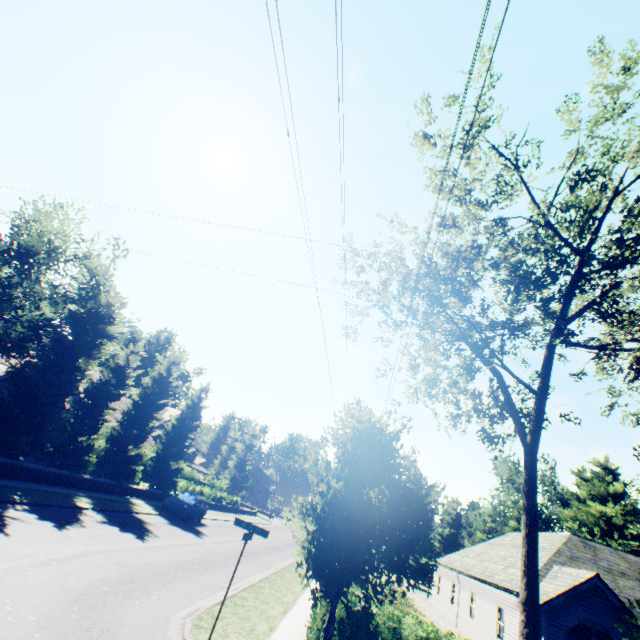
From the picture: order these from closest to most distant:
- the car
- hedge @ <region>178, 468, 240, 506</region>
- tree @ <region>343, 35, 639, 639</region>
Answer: tree @ <region>343, 35, 639, 639</region> < the car < hedge @ <region>178, 468, 240, 506</region>

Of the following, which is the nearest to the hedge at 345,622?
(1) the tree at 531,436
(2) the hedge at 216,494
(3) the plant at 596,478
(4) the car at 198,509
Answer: (1) the tree at 531,436

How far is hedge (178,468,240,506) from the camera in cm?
3306

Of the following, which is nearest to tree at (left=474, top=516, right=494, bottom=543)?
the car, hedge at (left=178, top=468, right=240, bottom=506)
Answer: hedge at (left=178, top=468, right=240, bottom=506)

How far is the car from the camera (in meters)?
22.39

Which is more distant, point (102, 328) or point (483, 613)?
point (483, 613)

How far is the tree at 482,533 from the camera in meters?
52.9

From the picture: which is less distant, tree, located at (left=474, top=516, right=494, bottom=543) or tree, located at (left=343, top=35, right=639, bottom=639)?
tree, located at (left=343, top=35, right=639, bottom=639)
